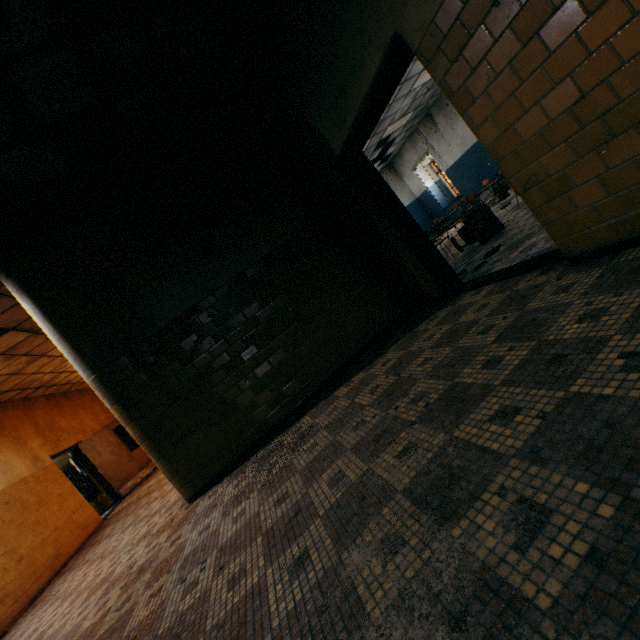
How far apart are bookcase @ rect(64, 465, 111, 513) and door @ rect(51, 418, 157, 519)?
0.58m

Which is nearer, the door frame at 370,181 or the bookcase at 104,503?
the door frame at 370,181

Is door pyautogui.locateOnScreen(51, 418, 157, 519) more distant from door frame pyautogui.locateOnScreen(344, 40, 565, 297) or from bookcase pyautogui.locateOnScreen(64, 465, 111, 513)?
door frame pyautogui.locateOnScreen(344, 40, 565, 297)

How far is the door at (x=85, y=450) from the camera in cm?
968

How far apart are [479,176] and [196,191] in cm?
1101

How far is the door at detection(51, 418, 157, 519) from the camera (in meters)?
9.68

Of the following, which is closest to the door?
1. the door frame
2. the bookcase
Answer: the bookcase
